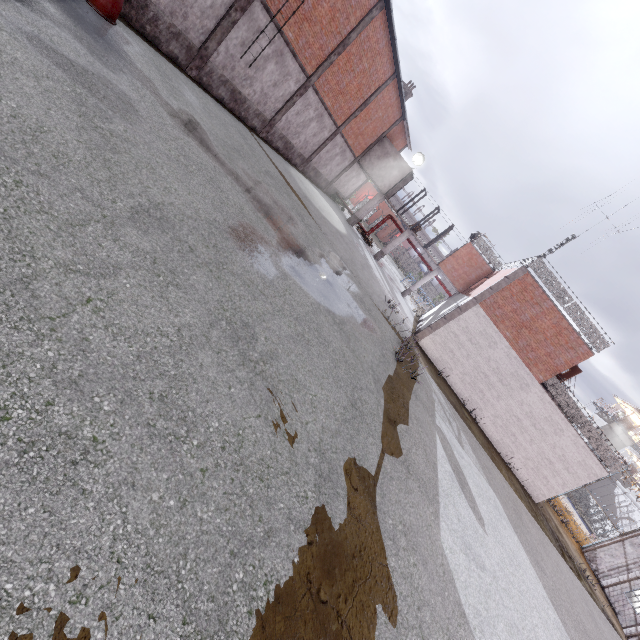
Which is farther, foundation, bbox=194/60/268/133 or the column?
foundation, bbox=194/60/268/133

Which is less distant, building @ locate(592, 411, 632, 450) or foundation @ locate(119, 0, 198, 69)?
foundation @ locate(119, 0, 198, 69)

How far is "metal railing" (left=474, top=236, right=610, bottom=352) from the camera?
17.20m

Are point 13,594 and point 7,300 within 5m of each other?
yes

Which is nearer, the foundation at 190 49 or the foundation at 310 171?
the foundation at 190 49

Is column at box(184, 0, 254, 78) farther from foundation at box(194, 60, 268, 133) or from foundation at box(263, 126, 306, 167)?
foundation at box(263, 126, 306, 167)

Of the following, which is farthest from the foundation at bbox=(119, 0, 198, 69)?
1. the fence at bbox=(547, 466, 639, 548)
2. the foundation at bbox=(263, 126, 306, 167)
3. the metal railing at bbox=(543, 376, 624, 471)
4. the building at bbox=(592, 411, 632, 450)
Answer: the building at bbox=(592, 411, 632, 450)

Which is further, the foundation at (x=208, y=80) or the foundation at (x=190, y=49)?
the foundation at (x=208, y=80)
